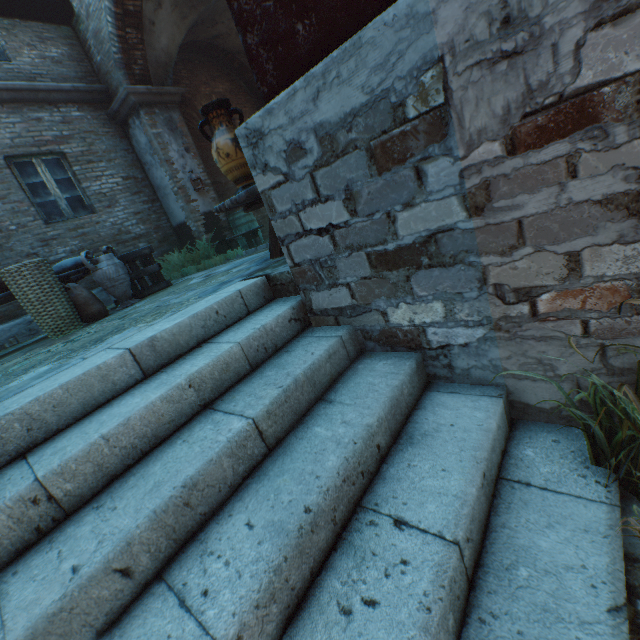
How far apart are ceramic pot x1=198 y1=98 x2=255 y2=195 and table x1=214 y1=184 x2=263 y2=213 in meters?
0.0

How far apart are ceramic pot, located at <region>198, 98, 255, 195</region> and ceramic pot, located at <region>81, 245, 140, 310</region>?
2.5 meters

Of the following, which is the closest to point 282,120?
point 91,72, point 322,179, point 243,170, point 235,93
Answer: point 322,179

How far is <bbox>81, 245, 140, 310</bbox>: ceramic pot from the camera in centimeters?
448cm

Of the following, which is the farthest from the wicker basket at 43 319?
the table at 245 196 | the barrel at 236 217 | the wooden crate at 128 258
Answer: the barrel at 236 217

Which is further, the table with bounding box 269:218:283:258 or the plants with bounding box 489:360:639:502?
the table with bounding box 269:218:283:258

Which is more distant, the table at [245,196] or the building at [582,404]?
the table at [245,196]

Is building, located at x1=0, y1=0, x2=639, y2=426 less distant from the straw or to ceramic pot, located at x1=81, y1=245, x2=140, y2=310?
the straw
